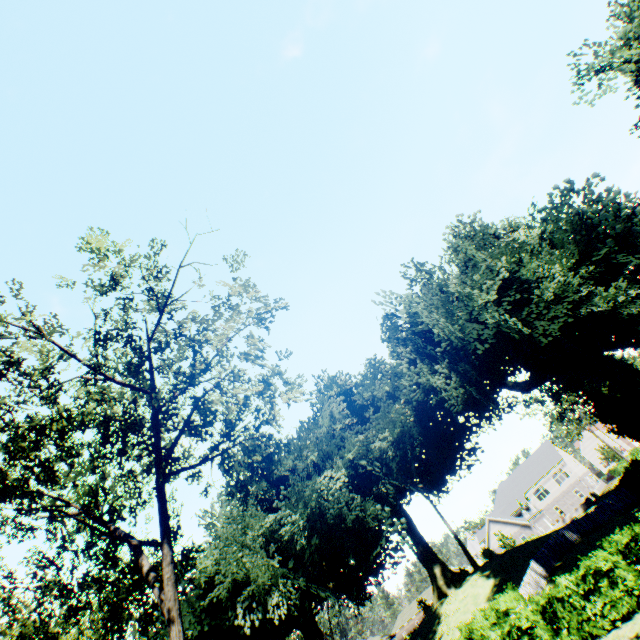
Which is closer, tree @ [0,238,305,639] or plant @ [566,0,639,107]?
tree @ [0,238,305,639]

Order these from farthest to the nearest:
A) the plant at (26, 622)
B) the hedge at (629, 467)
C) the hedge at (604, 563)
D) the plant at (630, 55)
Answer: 1. the hedge at (629, 467)
2. the plant at (26, 622)
3. the plant at (630, 55)
4. the hedge at (604, 563)

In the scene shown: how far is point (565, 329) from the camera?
25.67m

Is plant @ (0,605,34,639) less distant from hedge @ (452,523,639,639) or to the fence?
the fence

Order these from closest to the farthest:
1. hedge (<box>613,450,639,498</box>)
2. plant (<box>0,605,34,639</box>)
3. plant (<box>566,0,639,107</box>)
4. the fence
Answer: plant (<box>566,0,639,107</box>)
the fence
plant (<box>0,605,34,639</box>)
hedge (<box>613,450,639,498</box>)

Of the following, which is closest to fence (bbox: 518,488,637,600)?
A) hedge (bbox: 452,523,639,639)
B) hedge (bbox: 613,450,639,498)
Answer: hedge (bbox: 452,523,639,639)

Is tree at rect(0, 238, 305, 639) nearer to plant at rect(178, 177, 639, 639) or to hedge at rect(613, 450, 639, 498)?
plant at rect(178, 177, 639, 639)

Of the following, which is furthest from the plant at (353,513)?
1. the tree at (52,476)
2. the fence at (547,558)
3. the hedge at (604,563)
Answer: the tree at (52,476)
